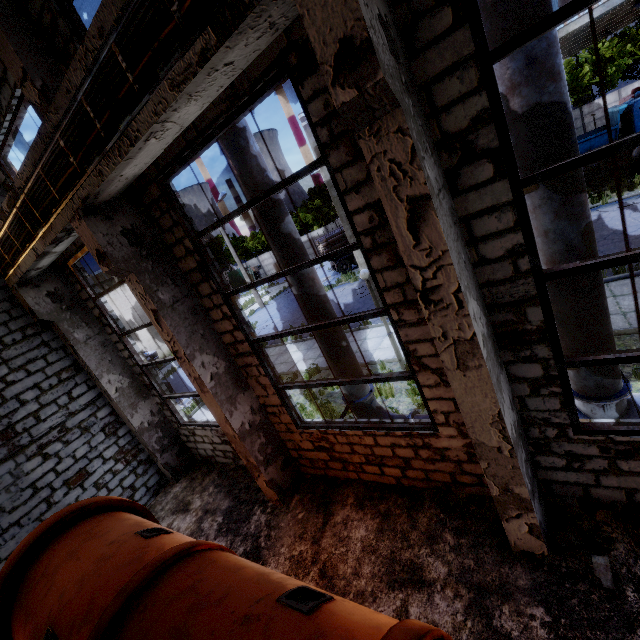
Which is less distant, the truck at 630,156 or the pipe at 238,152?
the pipe at 238,152

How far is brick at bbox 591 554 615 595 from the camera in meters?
3.4 m

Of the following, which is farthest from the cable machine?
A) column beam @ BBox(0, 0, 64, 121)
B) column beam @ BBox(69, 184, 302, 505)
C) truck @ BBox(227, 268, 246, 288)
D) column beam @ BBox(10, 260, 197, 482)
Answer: truck @ BBox(227, 268, 246, 288)

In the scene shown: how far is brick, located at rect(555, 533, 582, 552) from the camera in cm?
387

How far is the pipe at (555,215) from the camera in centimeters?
360cm

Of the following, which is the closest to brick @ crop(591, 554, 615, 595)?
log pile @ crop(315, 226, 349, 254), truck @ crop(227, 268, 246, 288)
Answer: log pile @ crop(315, 226, 349, 254)

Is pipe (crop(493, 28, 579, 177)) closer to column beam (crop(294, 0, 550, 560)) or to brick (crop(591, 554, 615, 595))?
column beam (crop(294, 0, 550, 560))

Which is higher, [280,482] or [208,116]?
[208,116]
